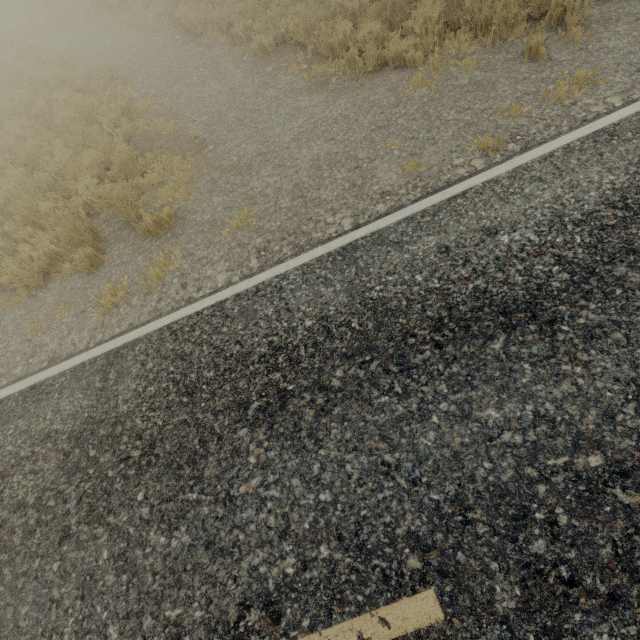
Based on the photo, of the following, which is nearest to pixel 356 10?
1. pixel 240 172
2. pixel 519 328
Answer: pixel 240 172
